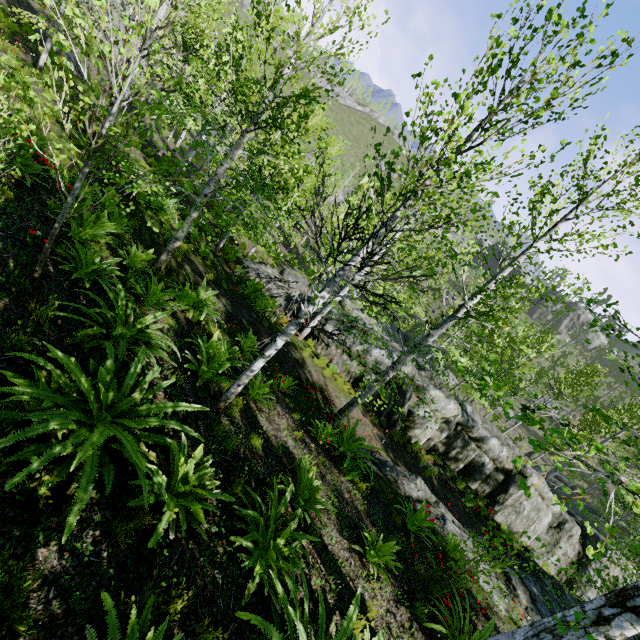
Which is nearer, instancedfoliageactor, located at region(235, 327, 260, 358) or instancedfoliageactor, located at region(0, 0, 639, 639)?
instancedfoliageactor, located at region(0, 0, 639, 639)

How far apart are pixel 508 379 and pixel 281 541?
3.42m

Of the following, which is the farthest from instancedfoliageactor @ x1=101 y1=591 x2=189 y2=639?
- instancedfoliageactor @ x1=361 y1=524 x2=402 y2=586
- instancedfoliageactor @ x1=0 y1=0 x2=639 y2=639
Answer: instancedfoliageactor @ x1=0 y1=0 x2=639 y2=639

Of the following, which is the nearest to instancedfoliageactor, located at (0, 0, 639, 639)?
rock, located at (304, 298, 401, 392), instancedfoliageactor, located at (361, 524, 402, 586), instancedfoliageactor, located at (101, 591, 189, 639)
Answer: rock, located at (304, 298, 401, 392)

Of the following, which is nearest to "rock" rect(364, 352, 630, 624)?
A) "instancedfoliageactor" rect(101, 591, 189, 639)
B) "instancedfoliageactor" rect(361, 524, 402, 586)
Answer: "instancedfoliageactor" rect(361, 524, 402, 586)

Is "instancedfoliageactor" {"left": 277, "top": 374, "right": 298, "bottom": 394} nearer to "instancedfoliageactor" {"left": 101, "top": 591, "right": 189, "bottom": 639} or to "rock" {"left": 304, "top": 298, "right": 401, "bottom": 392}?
"rock" {"left": 304, "top": 298, "right": 401, "bottom": 392}

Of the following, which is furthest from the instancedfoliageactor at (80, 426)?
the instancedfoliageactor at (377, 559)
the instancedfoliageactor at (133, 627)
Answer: the instancedfoliageactor at (133, 627)

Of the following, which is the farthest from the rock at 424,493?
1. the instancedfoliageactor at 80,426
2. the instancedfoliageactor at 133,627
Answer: the instancedfoliageactor at 133,627
